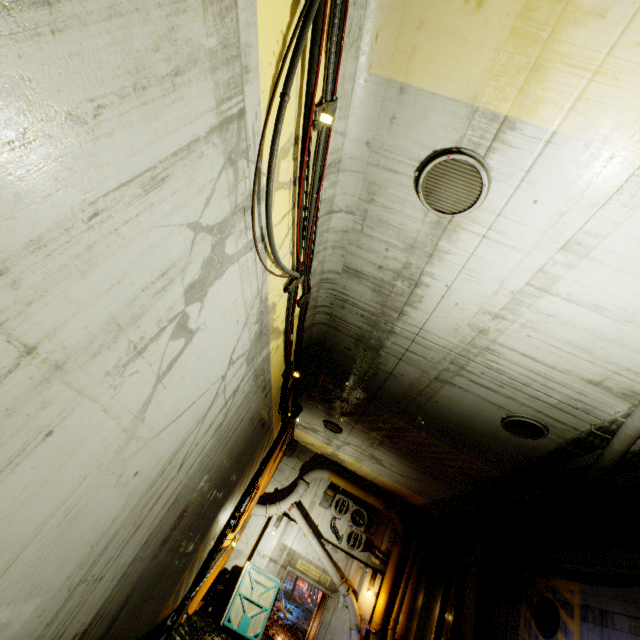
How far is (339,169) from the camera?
4.2 meters

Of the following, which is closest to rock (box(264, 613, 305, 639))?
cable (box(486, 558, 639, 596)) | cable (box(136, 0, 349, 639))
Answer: cable (box(136, 0, 349, 639))

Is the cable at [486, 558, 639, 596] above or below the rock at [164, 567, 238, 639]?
above

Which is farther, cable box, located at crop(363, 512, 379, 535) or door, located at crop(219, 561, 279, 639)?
cable box, located at crop(363, 512, 379, 535)

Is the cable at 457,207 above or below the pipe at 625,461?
above

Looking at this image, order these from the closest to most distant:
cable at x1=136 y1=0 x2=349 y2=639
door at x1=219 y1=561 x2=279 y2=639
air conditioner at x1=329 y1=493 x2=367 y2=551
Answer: cable at x1=136 y1=0 x2=349 y2=639
door at x1=219 y1=561 x2=279 y2=639
air conditioner at x1=329 y1=493 x2=367 y2=551

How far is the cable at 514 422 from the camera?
6.3 meters

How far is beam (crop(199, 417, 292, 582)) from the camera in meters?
9.8
